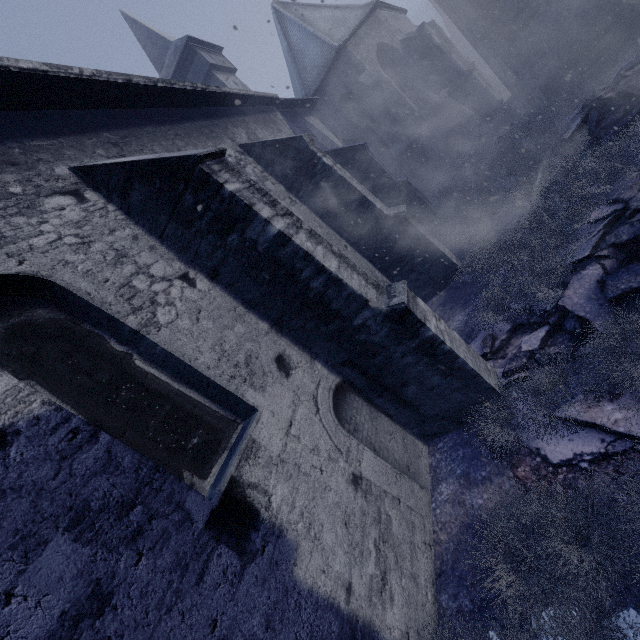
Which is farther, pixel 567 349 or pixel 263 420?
pixel 567 349

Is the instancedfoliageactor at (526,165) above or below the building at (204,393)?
below

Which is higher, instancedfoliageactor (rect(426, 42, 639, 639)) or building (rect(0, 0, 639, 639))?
building (rect(0, 0, 639, 639))
